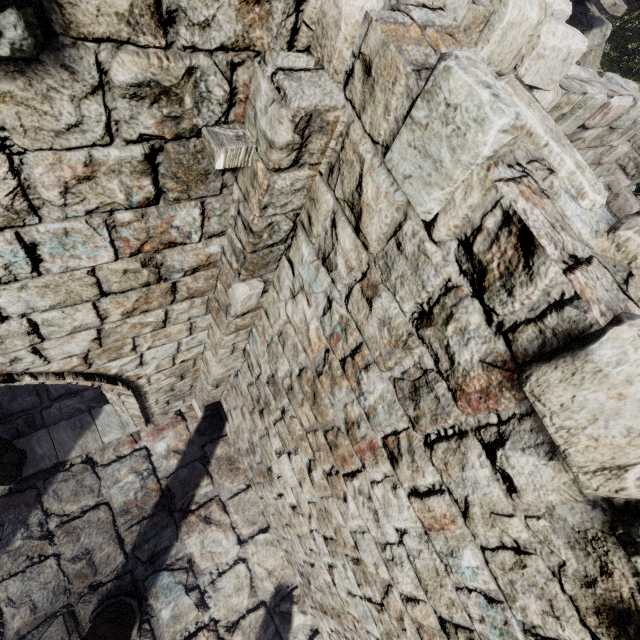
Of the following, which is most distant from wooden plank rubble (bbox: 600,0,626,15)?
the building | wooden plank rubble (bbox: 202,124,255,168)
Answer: wooden plank rubble (bbox: 202,124,255,168)

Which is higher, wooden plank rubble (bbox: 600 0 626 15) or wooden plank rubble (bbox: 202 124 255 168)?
wooden plank rubble (bbox: 600 0 626 15)

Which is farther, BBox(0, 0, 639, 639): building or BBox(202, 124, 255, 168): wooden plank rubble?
BBox(202, 124, 255, 168): wooden plank rubble

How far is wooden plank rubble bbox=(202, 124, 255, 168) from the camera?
1.7m

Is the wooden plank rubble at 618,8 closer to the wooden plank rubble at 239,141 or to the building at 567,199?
the building at 567,199

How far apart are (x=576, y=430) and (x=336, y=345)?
1.5m

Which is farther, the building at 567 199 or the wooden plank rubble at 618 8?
the wooden plank rubble at 618 8
